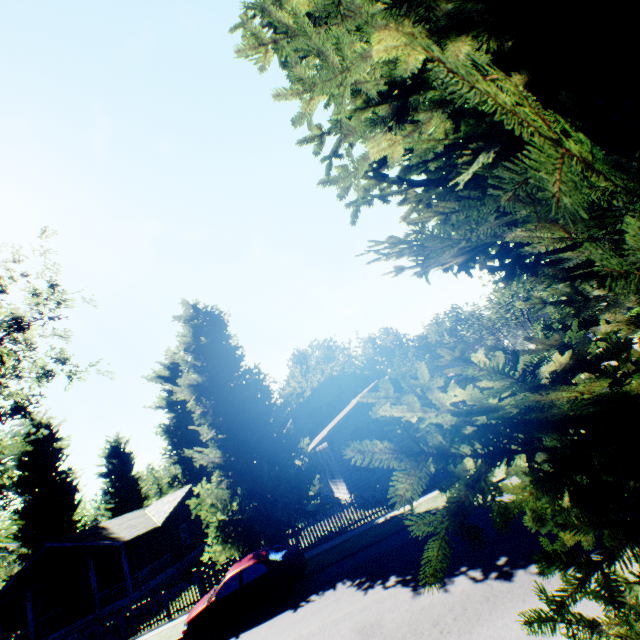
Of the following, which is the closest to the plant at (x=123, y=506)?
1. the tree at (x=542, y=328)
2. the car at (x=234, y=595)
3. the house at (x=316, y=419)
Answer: the house at (x=316, y=419)

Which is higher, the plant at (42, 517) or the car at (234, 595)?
the plant at (42, 517)

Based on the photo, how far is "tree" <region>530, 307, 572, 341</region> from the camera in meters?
46.7 m

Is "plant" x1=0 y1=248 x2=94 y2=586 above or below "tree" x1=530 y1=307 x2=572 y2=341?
above

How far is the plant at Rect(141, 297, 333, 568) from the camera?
15.8m

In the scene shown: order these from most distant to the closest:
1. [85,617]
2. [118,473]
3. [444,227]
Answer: [118,473]
[85,617]
[444,227]

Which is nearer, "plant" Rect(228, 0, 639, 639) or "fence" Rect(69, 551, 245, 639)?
"plant" Rect(228, 0, 639, 639)

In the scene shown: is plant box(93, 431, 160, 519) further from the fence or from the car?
the car
